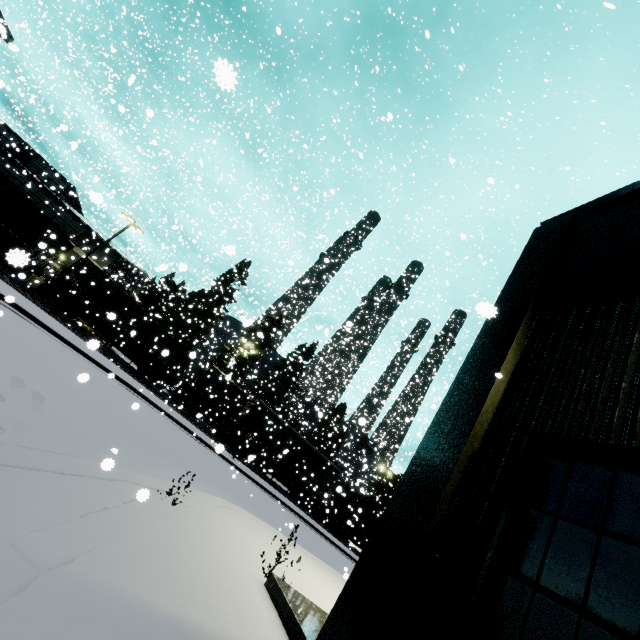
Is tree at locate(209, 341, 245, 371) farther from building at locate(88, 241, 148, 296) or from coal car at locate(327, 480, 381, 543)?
building at locate(88, 241, 148, 296)

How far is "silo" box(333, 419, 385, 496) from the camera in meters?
34.6 m

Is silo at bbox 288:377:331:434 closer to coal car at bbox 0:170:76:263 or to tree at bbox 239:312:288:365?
tree at bbox 239:312:288:365

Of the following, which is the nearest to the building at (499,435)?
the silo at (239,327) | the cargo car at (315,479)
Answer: the cargo car at (315,479)

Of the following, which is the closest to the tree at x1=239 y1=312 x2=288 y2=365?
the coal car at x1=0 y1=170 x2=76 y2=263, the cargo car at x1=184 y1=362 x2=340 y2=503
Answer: the cargo car at x1=184 y1=362 x2=340 y2=503

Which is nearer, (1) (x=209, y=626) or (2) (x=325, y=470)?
(1) (x=209, y=626)

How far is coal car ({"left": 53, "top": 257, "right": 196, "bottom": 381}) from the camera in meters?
24.4 m

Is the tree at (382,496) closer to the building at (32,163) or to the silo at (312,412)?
the silo at (312,412)
